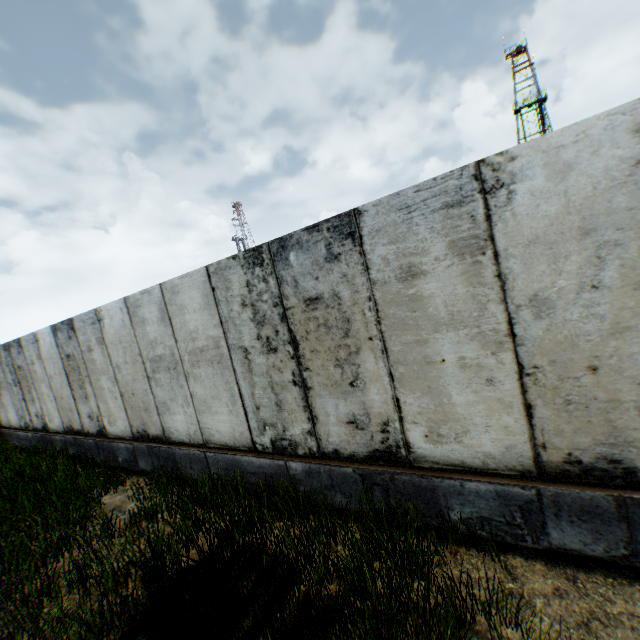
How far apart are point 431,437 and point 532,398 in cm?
107
